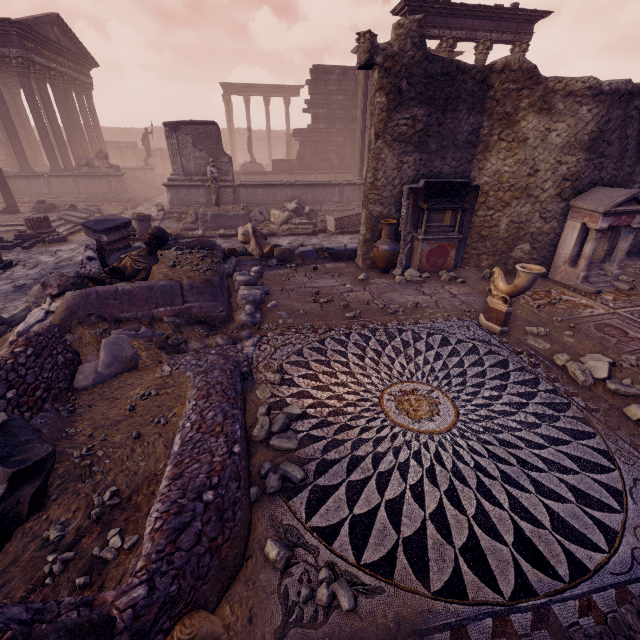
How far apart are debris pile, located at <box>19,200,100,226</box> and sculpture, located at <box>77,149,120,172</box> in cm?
309

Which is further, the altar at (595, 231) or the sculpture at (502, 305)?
the altar at (595, 231)

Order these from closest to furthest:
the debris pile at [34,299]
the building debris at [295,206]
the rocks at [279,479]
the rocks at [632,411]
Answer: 1. the rocks at [279,479]
2. the rocks at [632,411]
3. the debris pile at [34,299]
4. the building debris at [295,206]

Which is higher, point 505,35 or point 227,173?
point 505,35

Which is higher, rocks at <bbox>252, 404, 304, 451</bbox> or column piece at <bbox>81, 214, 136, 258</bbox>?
column piece at <bbox>81, 214, 136, 258</bbox>

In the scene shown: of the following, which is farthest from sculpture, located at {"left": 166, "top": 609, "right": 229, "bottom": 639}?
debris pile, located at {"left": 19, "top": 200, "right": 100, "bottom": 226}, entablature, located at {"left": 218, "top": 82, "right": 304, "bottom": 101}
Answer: entablature, located at {"left": 218, "top": 82, "right": 304, "bottom": 101}

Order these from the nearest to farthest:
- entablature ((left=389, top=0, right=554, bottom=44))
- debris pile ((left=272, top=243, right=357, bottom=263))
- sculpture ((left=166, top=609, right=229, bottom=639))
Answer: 1. sculpture ((left=166, top=609, right=229, bottom=639))
2. debris pile ((left=272, top=243, right=357, bottom=263))
3. entablature ((left=389, top=0, right=554, bottom=44))

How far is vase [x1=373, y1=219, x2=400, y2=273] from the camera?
7.86m
